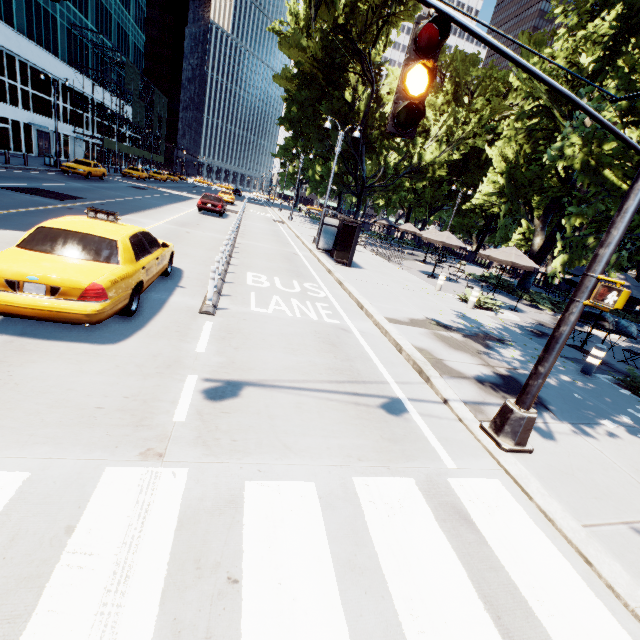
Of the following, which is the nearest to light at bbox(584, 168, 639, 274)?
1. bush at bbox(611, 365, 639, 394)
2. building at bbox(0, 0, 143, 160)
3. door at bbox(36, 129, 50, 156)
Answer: bush at bbox(611, 365, 639, 394)

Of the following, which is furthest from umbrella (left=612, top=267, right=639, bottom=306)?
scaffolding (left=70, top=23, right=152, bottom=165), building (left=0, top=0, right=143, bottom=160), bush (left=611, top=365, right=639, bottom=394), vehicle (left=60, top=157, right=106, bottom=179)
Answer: scaffolding (left=70, top=23, right=152, bottom=165)

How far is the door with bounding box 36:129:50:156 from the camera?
37.0m

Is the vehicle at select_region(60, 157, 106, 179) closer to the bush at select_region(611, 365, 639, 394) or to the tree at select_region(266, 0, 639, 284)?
the tree at select_region(266, 0, 639, 284)

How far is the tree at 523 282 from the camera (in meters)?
21.17

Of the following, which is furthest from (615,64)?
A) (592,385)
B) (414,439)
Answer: (414,439)

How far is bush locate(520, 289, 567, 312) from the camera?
18.6 meters

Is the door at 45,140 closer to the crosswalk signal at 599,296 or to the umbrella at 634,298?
the umbrella at 634,298
